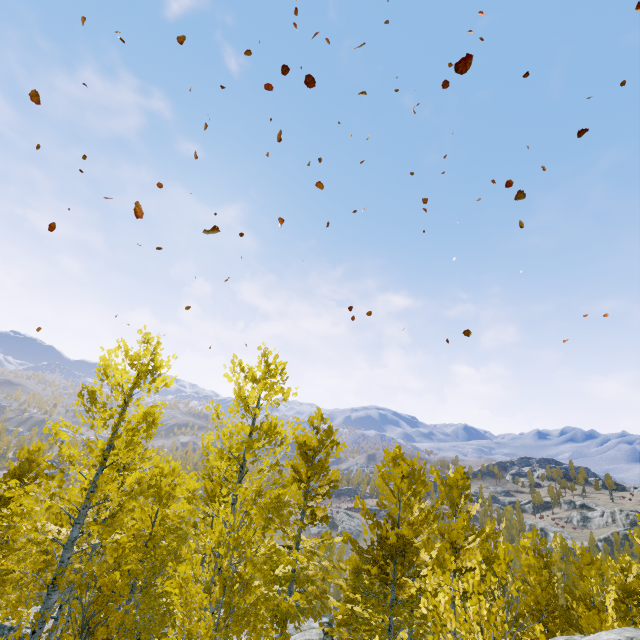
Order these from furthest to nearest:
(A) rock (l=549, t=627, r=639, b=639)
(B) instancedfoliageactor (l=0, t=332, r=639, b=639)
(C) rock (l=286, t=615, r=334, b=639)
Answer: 1. (C) rock (l=286, t=615, r=334, b=639)
2. (A) rock (l=549, t=627, r=639, b=639)
3. (B) instancedfoliageactor (l=0, t=332, r=639, b=639)

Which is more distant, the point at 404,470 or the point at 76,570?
the point at 76,570

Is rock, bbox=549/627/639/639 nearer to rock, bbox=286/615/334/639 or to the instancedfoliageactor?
the instancedfoliageactor

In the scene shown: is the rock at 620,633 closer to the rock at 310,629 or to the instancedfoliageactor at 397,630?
the instancedfoliageactor at 397,630

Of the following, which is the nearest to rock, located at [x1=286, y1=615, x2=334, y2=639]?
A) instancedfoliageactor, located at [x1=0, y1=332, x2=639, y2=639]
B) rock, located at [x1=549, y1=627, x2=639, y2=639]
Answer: instancedfoliageactor, located at [x1=0, y1=332, x2=639, y2=639]

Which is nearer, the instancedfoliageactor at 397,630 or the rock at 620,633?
the instancedfoliageactor at 397,630

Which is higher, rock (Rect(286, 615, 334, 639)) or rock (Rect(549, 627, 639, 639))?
rock (Rect(549, 627, 639, 639))

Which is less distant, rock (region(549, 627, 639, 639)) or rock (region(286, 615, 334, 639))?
rock (region(549, 627, 639, 639))
